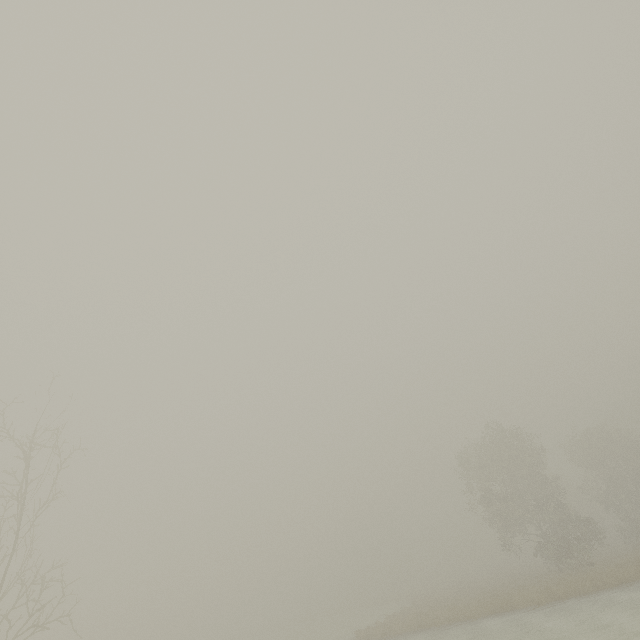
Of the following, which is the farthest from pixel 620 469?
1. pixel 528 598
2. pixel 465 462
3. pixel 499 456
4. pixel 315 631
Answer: pixel 315 631
